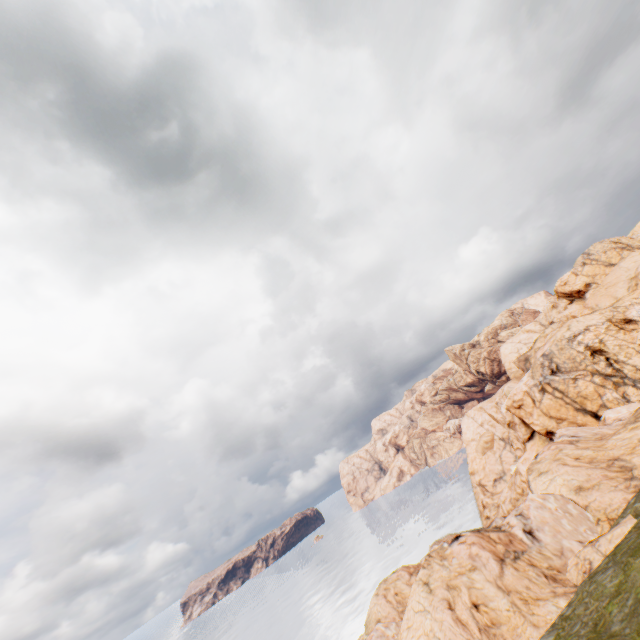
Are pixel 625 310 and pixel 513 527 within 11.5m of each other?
no
